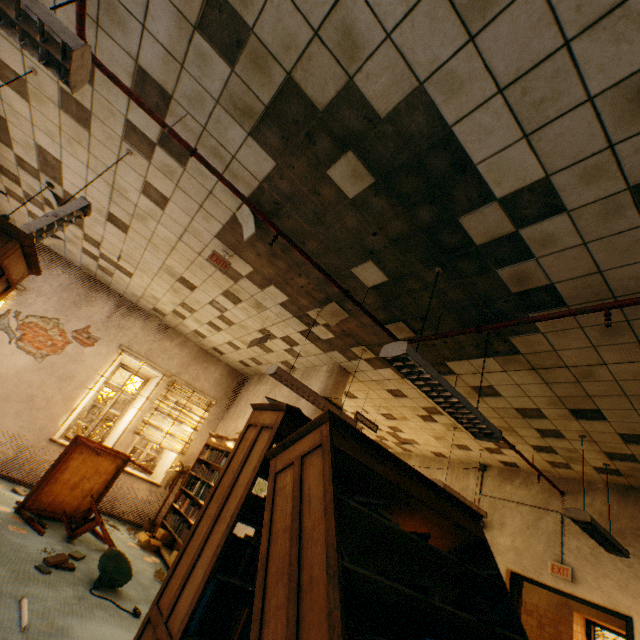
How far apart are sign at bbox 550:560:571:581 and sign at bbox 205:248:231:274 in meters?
7.2 m

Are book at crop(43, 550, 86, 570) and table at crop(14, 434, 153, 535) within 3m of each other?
yes

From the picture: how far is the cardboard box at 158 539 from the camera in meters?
5.8

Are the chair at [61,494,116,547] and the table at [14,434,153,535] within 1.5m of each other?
yes

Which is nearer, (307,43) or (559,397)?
(307,43)

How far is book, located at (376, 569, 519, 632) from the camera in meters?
1.8 m

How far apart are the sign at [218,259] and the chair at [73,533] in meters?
4.0 m

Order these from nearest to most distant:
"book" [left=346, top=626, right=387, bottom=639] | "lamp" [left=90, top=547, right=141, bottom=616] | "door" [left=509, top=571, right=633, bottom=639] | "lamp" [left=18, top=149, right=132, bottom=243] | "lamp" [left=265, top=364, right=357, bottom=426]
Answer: "book" [left=346, top=626, right=387, bottom=639]
"lamp" [left=18, top=149, right=132, bottom=243]
"lamp" [left=90, top=547, right=141, bottom=616]
"lamp" [left=265, top=364, right=357, bottom=426]
"door" [left=509, top=571, right=633, bottom=639]
